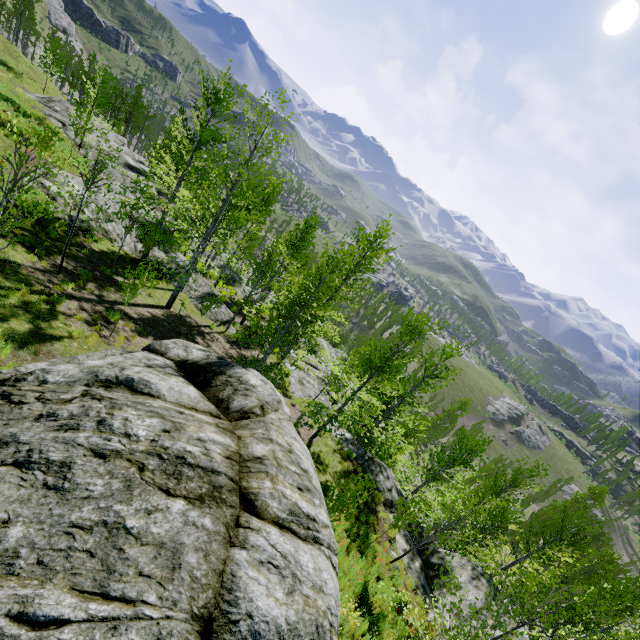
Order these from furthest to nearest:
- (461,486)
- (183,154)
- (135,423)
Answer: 1. (461,486)
2. (183,154)
3. (135,423)

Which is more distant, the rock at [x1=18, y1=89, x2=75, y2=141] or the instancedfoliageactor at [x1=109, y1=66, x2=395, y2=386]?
the rock at [x1=18, y1=89, x2=75, y2=141]

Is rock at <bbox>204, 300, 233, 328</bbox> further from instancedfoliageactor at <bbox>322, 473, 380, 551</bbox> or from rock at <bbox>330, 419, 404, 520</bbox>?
instancedfoliageactor at <bbox>322, 473, 380, 551</bbox>

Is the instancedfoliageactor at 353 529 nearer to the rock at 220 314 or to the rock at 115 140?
the rock at 115 140

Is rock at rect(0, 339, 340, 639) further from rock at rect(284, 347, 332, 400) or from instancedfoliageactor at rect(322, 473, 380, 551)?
instancedfoliageactor at rect(322, 473, 380, 551)

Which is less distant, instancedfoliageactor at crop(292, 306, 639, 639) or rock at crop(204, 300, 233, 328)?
instancedfoliageactor at crop(292, 306, 639, 639)

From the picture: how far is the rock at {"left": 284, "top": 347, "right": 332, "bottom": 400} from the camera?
19.55m

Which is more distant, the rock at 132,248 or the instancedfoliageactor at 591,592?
the rock at 132,248
